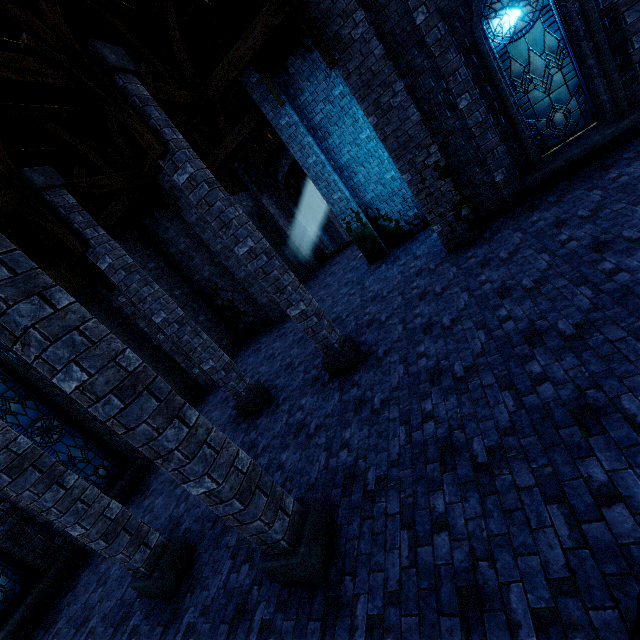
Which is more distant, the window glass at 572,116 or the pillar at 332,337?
the window glass at 572,116

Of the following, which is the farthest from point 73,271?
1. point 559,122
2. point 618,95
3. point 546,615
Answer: point 618,95

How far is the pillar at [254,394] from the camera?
6.56m

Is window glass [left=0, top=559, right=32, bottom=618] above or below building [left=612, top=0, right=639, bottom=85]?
below

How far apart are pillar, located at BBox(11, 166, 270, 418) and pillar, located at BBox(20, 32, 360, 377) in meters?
2.3

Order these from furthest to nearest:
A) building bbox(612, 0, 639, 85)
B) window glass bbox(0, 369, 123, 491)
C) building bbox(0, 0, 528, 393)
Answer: window glass bbox(0, 369, 123, 491) → building bbox(0, 0, 528, 393) → building bbox(612, 0, 639, 85)

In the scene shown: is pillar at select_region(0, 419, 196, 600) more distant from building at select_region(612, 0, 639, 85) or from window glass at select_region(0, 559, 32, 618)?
window glass at select_region(0, 559, 32, 618)

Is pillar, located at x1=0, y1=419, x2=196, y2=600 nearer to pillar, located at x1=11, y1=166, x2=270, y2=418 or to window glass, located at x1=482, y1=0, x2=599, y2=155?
pillar, located at x1=11, y1=166, x2=270, y2=418
